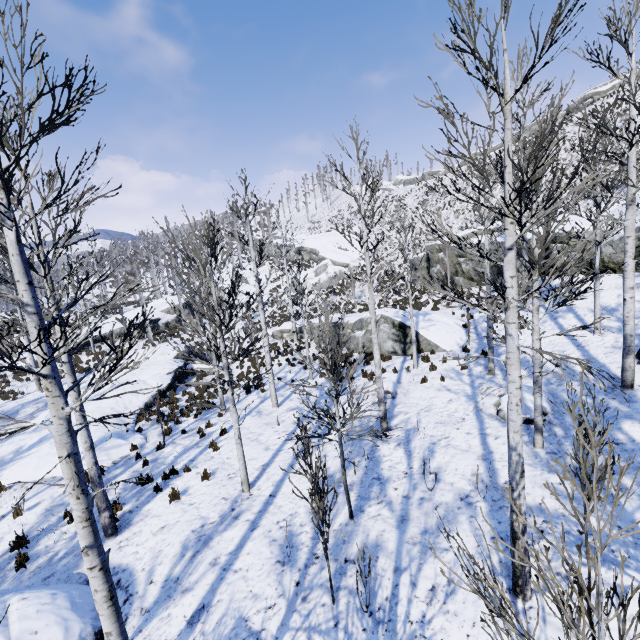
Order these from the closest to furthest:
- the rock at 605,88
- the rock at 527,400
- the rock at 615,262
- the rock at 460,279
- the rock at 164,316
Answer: the rock at 527,400 < the rock at 615,262 < the rock at 460,279 < the rock at 164,316 < the rock at 605,88

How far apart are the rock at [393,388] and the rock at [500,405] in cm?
349

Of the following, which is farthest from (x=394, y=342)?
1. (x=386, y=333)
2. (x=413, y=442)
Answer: (x=413, y=442)

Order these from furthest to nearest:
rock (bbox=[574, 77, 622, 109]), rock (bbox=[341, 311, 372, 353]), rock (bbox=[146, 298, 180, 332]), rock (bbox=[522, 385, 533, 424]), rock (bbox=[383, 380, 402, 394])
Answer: rock (bbox=[574, 77, 622, 109])
rock (bbox=[146, 298, 180, 332])
rock (bbox=[341, 311, 372, 353])
rock (bbox=[383, 380, 402, 394])
rock (bbox=[522, 385, 533, 424])

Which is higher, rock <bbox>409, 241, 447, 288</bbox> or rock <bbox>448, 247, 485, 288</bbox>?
rock <bbox>409, 241, 447, 288</bbox>

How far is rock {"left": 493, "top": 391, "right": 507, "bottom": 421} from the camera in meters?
9.5 m

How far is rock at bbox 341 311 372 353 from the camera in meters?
19.9 m
